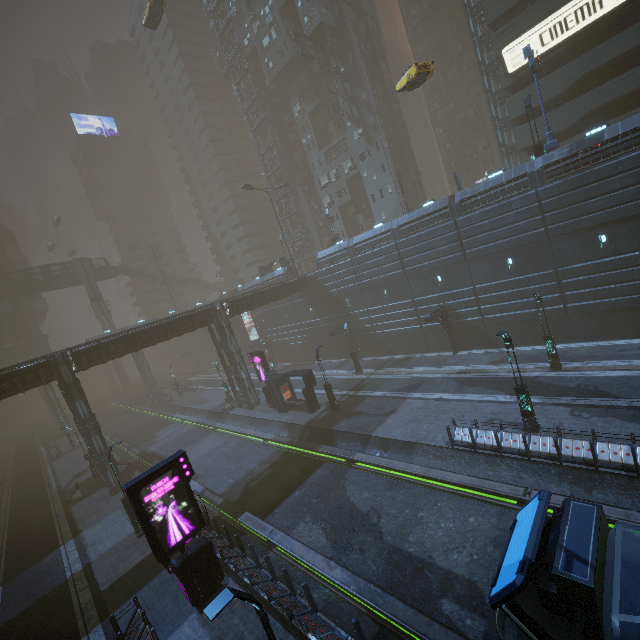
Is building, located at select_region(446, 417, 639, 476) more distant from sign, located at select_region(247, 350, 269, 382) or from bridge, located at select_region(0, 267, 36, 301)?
bridge, located at select_region(0, 267, 36, 301)

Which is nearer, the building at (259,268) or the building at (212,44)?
the building at (259,268)

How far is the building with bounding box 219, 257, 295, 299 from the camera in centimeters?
4569cm

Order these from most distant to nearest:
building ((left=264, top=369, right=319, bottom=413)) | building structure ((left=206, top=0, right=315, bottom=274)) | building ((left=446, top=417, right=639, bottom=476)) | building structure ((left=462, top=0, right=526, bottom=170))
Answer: building structure ((left=206, top=0, right=315, bottom=274)) < building structure ((left=462, top=0, right=526, bottom=170)) < building ((left=264, top=369, right=319, bottom=413)) < building ((left=446, top=417, right=639, bottom=476))

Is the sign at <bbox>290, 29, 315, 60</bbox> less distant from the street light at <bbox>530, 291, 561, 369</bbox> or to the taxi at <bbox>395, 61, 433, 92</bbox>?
the taxi at <bbox>395, 61, 433, 92</bbox>

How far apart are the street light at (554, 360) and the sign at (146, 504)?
21.51m

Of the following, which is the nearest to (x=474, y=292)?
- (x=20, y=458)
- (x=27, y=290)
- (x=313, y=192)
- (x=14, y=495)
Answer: (x=313, y=192)

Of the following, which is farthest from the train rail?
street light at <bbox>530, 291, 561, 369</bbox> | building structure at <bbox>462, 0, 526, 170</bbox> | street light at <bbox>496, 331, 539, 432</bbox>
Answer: building structure at <bbox>462, 0, 526, 170</bbox>
